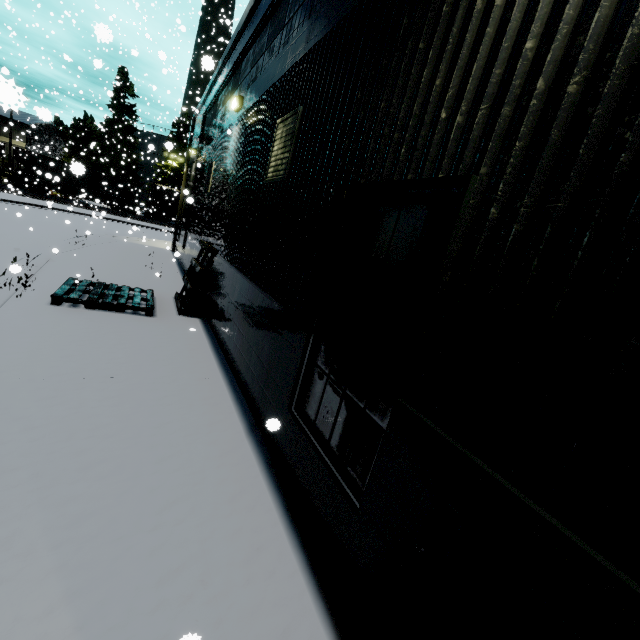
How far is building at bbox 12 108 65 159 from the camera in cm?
3891

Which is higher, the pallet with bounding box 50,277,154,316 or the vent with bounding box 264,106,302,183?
the vent with bounding box 264,106,302,183

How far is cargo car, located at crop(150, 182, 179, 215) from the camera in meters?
44.0 m

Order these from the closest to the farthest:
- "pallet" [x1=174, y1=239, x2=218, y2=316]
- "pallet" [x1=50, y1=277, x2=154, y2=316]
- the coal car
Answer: "pallet" [x1=50, y1=277, x2=154, y2=316], "pallet" [x1=174, y1=239, x2=218, y2=316], the coal car

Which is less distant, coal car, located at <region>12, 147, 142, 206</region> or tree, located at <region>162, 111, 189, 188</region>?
coal car, located at <region>12, 147, 142, 206</region>

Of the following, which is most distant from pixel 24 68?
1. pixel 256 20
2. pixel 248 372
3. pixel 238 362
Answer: pixel 248 372

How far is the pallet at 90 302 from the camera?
6.9 meters

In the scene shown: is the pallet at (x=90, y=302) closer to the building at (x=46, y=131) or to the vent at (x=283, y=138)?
the building at (x=46, y=131)
